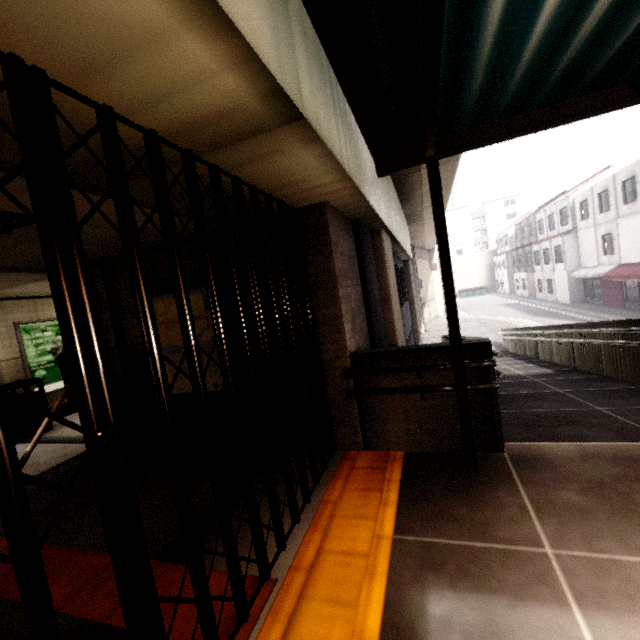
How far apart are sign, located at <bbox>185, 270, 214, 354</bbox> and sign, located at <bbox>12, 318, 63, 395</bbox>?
4.8m

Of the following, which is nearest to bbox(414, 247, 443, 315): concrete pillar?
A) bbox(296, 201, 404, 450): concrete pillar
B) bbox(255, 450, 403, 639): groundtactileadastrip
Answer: bbox(296, 201, 404, 450): concrete pillar

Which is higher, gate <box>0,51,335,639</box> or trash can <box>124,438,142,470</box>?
gate <box>0,51,335,639</box>

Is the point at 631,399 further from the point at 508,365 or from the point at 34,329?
the point at 34,329

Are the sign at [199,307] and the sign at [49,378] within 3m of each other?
no

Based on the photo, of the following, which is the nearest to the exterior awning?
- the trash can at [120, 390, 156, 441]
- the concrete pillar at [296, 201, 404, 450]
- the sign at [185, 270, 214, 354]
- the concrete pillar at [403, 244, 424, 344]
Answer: the concrete pillar at [296, 201, 404, 450]

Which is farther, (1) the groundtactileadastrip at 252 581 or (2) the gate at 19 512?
(1) the groundtactileadastrip at 252 581

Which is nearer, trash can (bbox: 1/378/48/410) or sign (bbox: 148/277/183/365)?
sign (bbox: 148/277/183/365)
